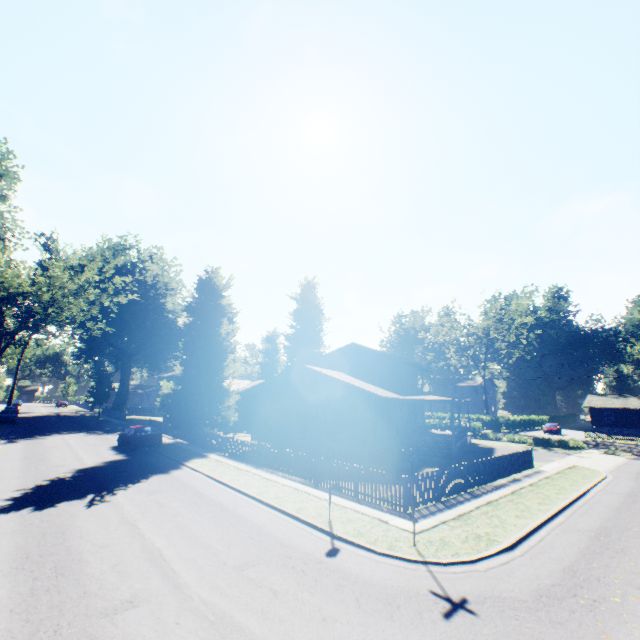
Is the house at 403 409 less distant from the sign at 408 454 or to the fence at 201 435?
the fence at 201 435

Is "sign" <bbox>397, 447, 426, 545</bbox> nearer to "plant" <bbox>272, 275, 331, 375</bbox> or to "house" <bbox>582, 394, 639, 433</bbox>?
"plant" <bbox>272, 275, 331, 375</bbox>

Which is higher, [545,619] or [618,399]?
[618,399]

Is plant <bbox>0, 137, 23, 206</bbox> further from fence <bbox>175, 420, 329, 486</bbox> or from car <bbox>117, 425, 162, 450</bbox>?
car <bbox>117, 425, 162, 450</bbox>

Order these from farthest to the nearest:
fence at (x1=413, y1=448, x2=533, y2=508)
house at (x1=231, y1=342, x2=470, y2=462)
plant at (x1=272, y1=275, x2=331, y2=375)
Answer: plant at (x1=272, y1=275, x2=331, y2=375) < house at (x1=231, y1=342, x2=470, y2=462) < fence at (x1=413, y1=448, x2=533, y2=508)

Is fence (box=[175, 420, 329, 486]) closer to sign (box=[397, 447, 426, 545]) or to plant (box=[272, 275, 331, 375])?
plant (box=[272, 275, 331, 375])

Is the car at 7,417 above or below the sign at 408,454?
below

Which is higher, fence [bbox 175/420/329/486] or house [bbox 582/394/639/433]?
house [bbox 582/394/639/433]
